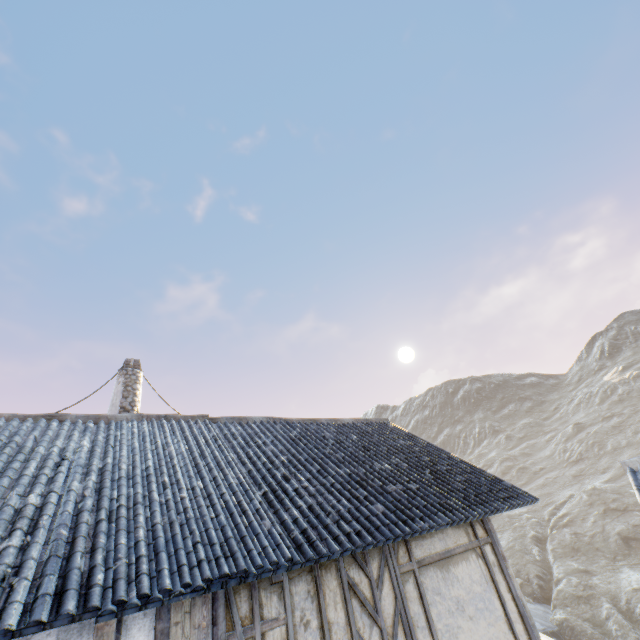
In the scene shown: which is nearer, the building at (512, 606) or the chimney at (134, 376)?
the building at (512, 606)

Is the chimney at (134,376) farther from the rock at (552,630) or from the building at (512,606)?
the rock at (552,630)

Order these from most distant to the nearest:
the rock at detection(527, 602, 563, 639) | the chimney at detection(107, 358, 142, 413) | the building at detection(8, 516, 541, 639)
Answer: the rock at detection(527, 602, 563, 639)
the chimney at detection(107, 358, 142, 413)
the building at detection(8, 516, 541, 639)

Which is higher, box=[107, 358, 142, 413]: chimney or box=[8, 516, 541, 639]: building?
box=[107, 358, 142, 413]: chimney

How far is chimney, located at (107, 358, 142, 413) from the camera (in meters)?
9.71

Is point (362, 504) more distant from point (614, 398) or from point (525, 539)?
point (614, 398)

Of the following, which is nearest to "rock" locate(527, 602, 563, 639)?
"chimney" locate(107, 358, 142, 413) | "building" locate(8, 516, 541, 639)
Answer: "chimney" locate(107, 358, 142, 413)
